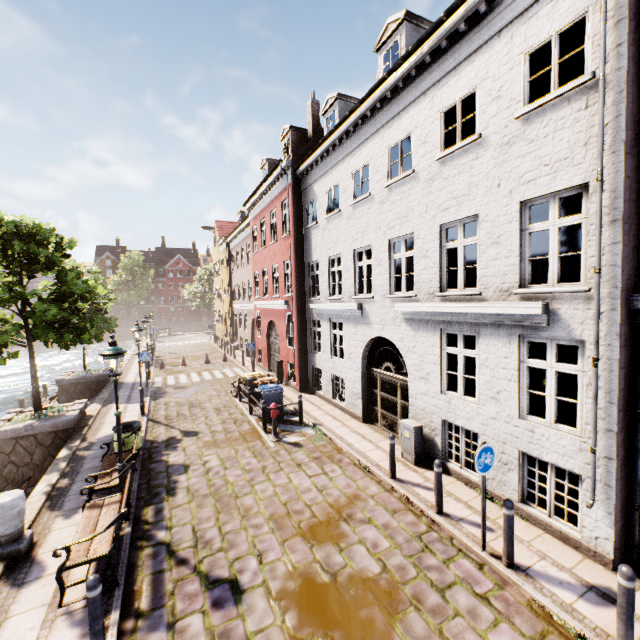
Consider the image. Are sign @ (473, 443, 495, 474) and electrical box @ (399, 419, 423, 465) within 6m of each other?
yes

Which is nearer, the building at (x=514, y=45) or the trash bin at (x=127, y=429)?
the building at (x=514, y=45)

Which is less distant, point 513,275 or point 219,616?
point 219,616

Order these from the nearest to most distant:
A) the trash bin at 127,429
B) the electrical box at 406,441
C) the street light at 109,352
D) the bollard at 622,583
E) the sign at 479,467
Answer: the bollard at 622,583
the sign at 479,467
the street light at 109,352
the electrical box at 406,441
the trash bin at 127,429

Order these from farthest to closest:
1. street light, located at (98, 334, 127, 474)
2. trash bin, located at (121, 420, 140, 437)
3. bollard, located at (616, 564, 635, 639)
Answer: trash bin, located at (121, 420, 140, 437)
street light, located at (98, 334, 127, 474)
bollard, located at (616, 564, 635, 639)

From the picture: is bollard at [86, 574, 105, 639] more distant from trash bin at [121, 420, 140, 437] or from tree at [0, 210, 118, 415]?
tree at [0, 210, 118, 415]

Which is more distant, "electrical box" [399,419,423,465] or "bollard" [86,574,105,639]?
"electrical box" [399,419,423,465]

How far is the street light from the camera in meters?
6.5
